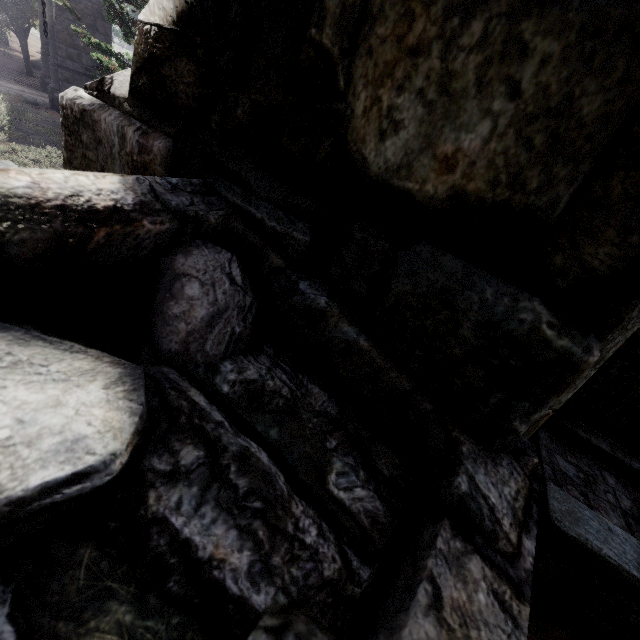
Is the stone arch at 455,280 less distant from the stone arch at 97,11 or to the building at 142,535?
the building at 142,535

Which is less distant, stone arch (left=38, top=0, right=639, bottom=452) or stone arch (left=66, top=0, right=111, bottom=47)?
stone arch (left=38, top=0, right=639, bottom=452)

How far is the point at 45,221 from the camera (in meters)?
0.62

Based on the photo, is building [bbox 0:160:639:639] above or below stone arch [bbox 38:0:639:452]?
below

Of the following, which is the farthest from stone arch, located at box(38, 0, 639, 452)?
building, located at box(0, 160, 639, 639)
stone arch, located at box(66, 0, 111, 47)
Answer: stone arch, located at box(66, 0, 111, 47)

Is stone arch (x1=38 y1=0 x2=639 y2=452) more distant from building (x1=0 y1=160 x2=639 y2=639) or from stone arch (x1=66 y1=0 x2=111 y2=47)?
stone arch (x1=66 y1=0 x2=111 y2=47)

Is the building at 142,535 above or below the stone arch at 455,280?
below
